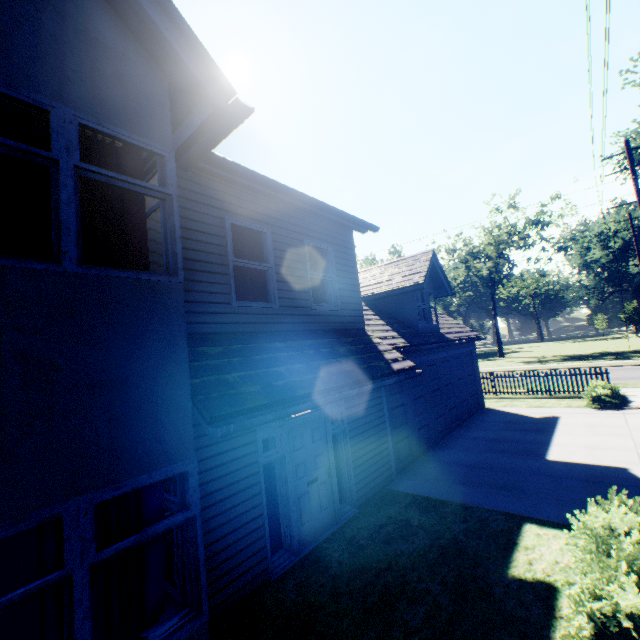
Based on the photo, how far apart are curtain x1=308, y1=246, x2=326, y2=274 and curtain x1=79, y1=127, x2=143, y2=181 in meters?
3.7 m

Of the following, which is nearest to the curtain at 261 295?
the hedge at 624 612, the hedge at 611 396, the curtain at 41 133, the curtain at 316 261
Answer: the curtain at 316 261

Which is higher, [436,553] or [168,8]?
[168,8]

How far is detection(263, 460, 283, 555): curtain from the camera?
5.65m

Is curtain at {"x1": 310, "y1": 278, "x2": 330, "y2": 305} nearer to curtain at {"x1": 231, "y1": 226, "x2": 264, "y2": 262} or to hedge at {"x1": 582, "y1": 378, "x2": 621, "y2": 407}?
curtain at {"x1": 231, "y1": 226, "x2": 264, "y2": 262}

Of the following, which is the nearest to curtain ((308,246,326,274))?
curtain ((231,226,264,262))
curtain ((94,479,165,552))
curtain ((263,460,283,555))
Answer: curtain ((231,226,264,262))

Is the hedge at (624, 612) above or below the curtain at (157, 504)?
below

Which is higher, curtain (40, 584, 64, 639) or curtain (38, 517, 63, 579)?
curtain (38, 517, 63, 579)
